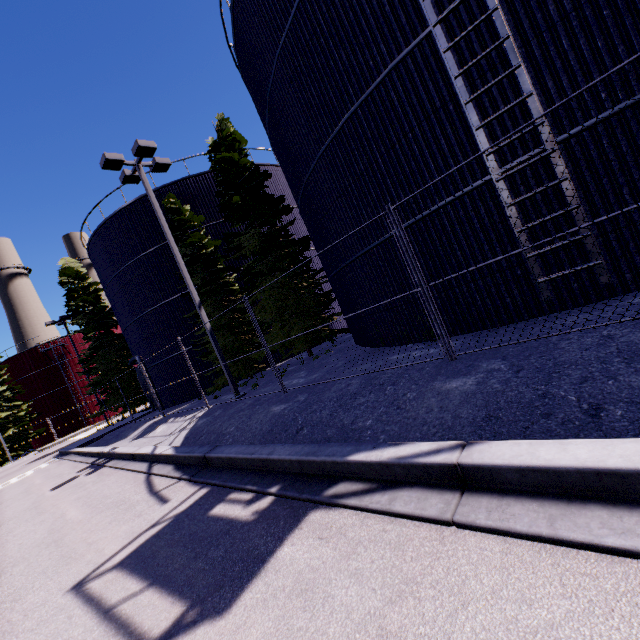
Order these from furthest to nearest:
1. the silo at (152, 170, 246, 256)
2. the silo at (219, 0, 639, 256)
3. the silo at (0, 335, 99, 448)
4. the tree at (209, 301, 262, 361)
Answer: the silo at (0, 335, 99, 448) < the silo at (152, 170, 246, 256) < the tree at (209, 301, 262, 361) < the silo at (219, 0, 639, 256)

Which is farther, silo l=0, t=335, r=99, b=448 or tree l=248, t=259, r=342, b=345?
silo l=0, t=335, r=99, b=448

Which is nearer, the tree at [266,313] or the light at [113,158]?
the light at [113,158]

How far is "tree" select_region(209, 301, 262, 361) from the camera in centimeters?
1526cm

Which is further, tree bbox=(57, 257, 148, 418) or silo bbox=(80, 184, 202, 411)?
tree bbox=(57, 257, 148, 418)

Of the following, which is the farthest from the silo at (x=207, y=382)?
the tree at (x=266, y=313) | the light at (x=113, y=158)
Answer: the light at (x=113, y=158)

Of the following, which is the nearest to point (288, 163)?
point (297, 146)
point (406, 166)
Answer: point (297, 146)
